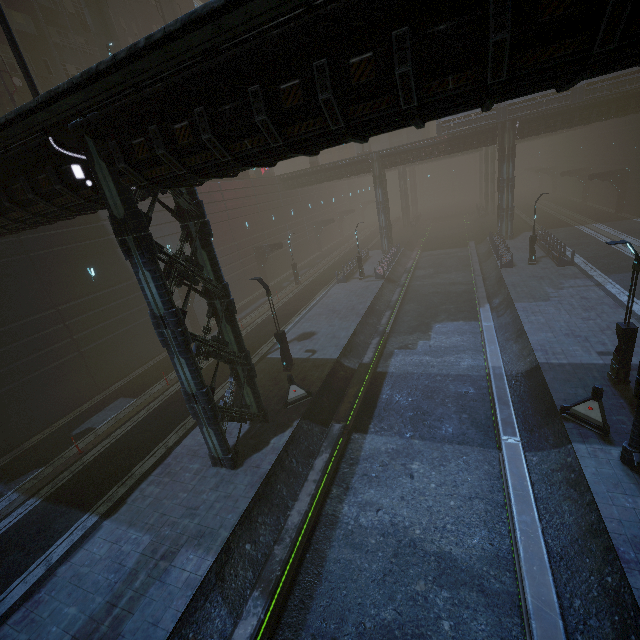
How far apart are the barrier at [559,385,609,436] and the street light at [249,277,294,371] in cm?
1233

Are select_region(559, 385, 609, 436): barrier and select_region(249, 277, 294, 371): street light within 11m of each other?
no

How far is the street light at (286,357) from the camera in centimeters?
1691cm

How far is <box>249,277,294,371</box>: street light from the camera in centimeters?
1691cm

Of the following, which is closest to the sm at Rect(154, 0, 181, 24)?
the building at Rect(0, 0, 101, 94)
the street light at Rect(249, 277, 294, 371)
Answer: the building at Rect(0, 0, 101, 94)

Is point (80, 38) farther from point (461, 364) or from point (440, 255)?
point (461, 364)

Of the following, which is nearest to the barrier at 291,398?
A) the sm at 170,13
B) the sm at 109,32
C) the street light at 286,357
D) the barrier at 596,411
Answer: the street light at 286,357

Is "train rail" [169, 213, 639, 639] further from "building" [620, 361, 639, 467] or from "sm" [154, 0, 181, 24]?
"sm" [154, 0, 181, 24]
